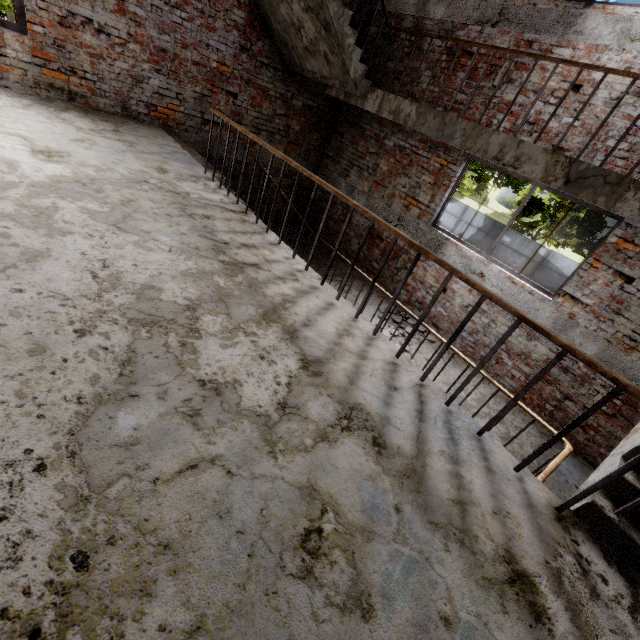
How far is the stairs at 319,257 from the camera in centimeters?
668cm

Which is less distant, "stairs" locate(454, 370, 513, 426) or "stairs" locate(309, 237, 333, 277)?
"stairs" locate(454, 370, 513, 426)

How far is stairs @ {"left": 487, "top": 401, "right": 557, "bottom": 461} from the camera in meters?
4.3

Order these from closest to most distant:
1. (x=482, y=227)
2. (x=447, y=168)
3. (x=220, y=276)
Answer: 1. (x=220, y=276)
2. (x=447, y=168)
3. (x=482, y=227)

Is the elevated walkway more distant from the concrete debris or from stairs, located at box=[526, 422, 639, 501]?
the concrete debris

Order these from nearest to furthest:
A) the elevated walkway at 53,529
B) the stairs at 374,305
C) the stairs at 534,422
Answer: the elevated walkway at 53,529 → the stairs at 534,422 → the stairs at 374,305
